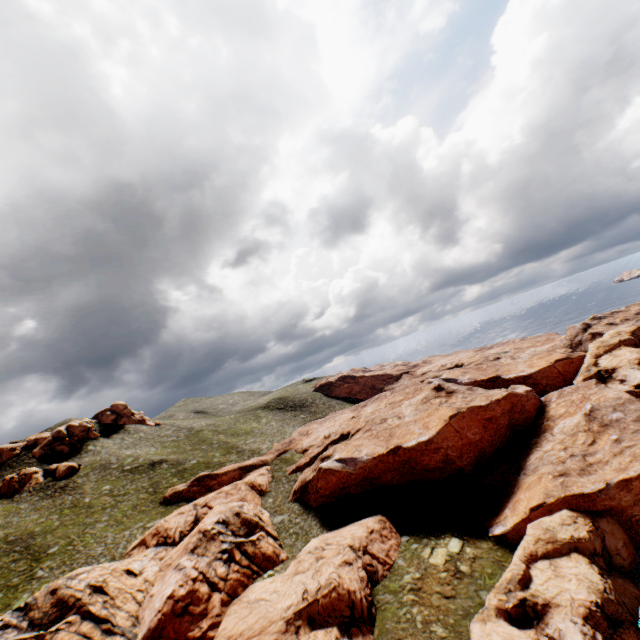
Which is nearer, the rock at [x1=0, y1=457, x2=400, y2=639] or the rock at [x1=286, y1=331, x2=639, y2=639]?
the rock at [x1=286, y1=331, x2=639, y2=639]

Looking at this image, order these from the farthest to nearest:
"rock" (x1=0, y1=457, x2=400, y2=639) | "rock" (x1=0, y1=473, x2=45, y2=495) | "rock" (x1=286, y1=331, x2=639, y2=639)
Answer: "rock" (x1=0, y1=473, x2=45, y2=495), "rock" (x1=0, y1=457, x2=400, y2=639), "rock" (x1=286, y1=331, x2=639, y2=639)

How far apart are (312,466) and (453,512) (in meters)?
20.19

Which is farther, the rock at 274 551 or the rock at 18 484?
the rock at 18 484

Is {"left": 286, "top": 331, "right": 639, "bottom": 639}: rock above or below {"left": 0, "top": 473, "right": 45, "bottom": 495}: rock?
below

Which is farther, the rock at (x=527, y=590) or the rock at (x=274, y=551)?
the rock at (x=274, y=551)

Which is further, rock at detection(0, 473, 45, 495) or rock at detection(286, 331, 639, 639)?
rock at detection(0, 473, 45, 495)
